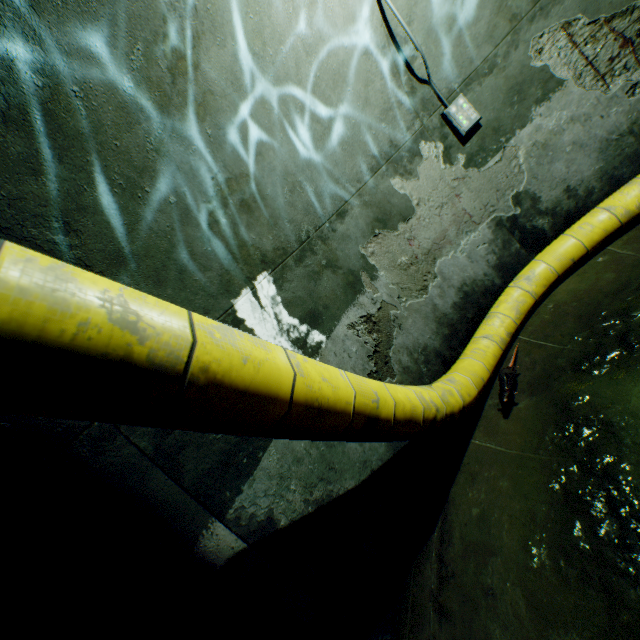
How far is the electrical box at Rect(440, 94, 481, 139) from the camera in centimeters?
400cm

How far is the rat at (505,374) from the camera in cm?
350

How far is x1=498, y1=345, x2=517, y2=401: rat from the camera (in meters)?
3.50

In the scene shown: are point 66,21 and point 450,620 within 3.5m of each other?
no

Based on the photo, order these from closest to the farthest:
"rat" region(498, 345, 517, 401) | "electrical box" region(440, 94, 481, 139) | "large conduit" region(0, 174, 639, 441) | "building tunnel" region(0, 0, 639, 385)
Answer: "large conduit" region(0, 174, 639, 441) < "building tunnel" region(0, 0, 639, 385) < "rat" region(498, 345, 517, 401) < "electrical box" region(440, 94, 481, 139)

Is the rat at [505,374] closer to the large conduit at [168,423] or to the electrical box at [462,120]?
the large conduit at [168,423]

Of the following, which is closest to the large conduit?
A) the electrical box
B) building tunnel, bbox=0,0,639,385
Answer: building tunnel, bbox=0,0,639,385

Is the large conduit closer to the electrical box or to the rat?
the rat
